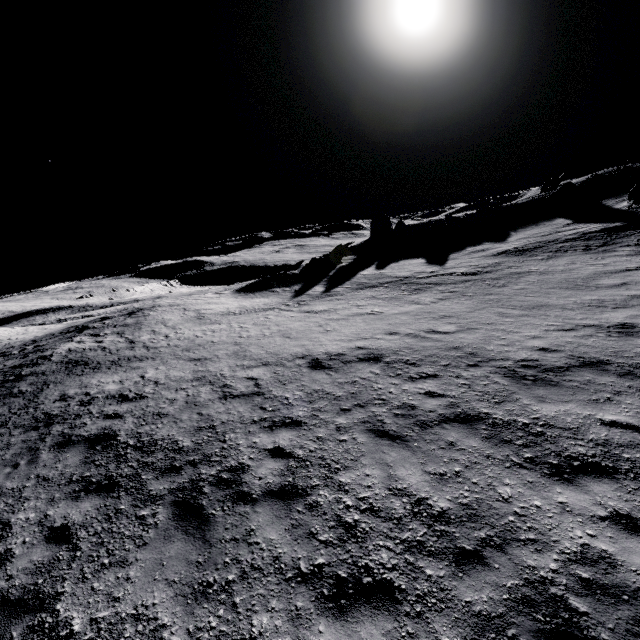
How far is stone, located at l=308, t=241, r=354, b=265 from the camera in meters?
35.7

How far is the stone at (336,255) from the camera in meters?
35.7 m

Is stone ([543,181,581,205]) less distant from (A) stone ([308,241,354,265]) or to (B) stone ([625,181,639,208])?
(B) stone ([625,181,639,208])

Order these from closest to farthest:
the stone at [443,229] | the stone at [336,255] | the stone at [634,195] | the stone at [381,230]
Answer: the stone at [634,195], the stone at [336,255], the stone at [443,229], the stone at [381,230]

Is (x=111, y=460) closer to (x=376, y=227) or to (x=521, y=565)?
(x=521, y=565)

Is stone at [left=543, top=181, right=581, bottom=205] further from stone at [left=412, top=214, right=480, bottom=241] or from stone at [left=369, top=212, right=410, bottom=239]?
stone at [left=369, top=212, right=410, bottom=239]

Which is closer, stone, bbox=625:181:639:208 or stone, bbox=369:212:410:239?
stone, bbox=625:181:639:208

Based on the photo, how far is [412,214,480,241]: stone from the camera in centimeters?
3884cm
